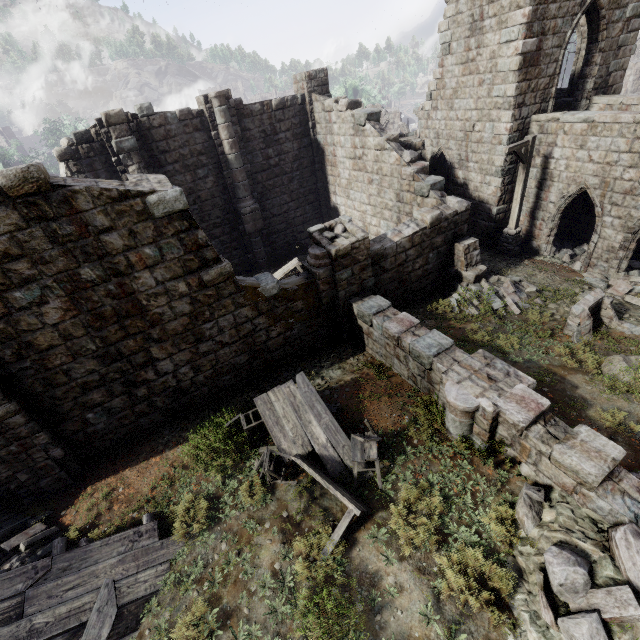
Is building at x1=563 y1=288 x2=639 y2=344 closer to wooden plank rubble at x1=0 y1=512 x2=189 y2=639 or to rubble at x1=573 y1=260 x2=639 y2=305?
rubble at x1=573 y1=260 x2=639 y2=305

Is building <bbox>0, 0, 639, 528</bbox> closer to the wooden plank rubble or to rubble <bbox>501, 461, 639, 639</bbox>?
rubble <bbox>501, 461, 639, 639</bbox>

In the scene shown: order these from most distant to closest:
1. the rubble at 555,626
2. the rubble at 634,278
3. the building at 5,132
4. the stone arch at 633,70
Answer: the building at 5,132
the stone arch at 633,70
the rubble at 634,278
the rubble at 555,626

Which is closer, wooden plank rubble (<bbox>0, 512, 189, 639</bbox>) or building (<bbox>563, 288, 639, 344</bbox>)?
wooden plank rubble (<bbox>0, 512, 189, 639</bbox>)

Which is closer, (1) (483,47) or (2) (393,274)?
(2) (393,274)

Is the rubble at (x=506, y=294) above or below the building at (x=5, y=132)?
A: below

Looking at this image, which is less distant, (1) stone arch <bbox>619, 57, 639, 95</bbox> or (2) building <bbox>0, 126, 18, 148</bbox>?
(1) stone arch <bbox>619, 57, 639, 95</bbox>

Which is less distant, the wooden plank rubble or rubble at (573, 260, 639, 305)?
A: the wooden plank rubble
